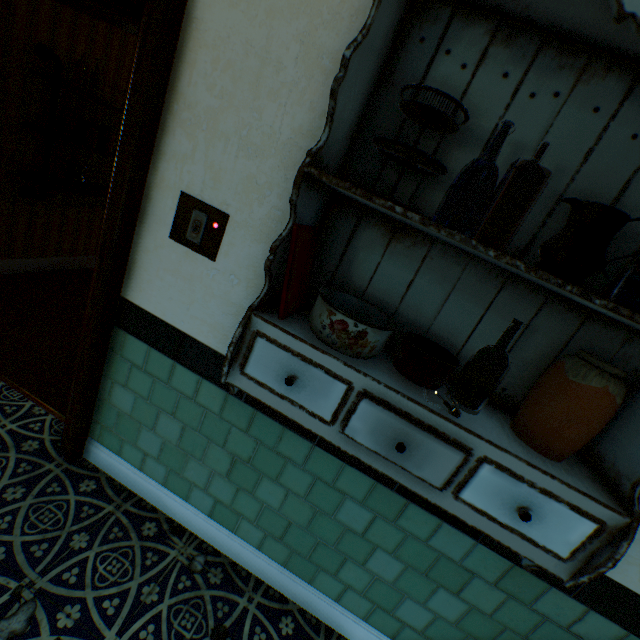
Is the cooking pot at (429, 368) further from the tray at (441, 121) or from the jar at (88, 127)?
the jar at (88, 127)

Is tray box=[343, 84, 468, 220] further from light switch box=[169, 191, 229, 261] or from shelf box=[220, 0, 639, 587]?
light switch box=[169, 191, 229, 261]

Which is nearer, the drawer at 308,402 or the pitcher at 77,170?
the drawer at 308,402

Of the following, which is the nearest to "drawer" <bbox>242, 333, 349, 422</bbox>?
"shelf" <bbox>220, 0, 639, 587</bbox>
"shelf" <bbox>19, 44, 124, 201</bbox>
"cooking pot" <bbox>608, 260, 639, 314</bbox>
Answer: "shelf" <bbox>220, 0, 639, 587</bbox>

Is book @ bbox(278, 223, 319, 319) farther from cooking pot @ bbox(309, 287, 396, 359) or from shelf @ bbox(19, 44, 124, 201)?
shelf @ bbox(19, 44, 124, 201)

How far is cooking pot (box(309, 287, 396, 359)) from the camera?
1.0 meters

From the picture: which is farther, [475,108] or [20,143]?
[20,143]

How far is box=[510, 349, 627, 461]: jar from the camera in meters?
0.9 m
